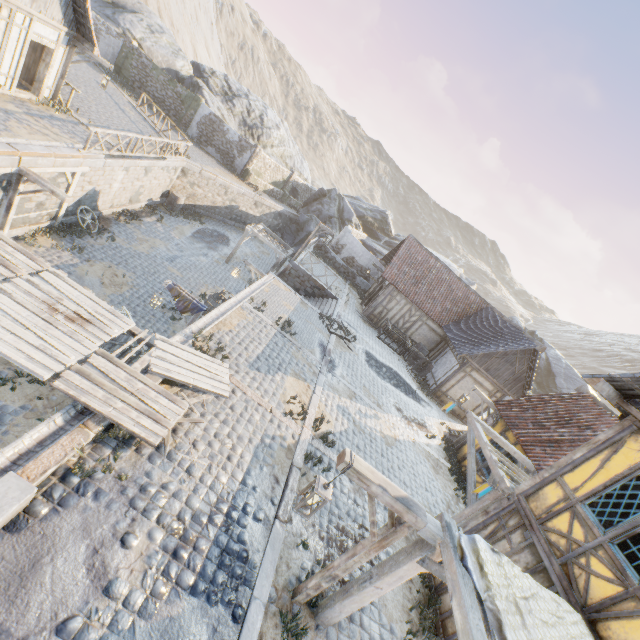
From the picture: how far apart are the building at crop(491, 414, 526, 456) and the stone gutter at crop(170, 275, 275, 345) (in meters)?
11.27

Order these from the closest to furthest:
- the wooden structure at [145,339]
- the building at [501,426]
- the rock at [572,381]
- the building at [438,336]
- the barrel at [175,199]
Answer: the wooden structure at [145,339] → the building at [501,426] → the building at [438,336] → the barrel at [175,199] → the rock at [572,381]

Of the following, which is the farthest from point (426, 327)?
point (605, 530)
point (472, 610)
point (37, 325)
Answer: point (37, 325)

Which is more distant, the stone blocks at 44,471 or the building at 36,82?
the building at 36,82

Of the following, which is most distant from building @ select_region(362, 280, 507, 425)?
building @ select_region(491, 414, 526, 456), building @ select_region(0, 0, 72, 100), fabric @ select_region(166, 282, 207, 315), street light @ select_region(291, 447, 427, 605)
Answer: building @ select_region(0, 0, 72, 100)

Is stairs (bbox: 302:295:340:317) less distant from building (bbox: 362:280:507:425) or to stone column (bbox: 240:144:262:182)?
building (bbox: 362:280:507:425)

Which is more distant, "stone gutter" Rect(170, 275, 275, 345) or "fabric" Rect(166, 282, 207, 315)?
"fabric" Rect(166, 282, 207, 315)

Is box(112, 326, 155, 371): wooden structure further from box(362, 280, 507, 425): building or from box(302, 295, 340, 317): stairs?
box(362, 280, 507, 425): building
